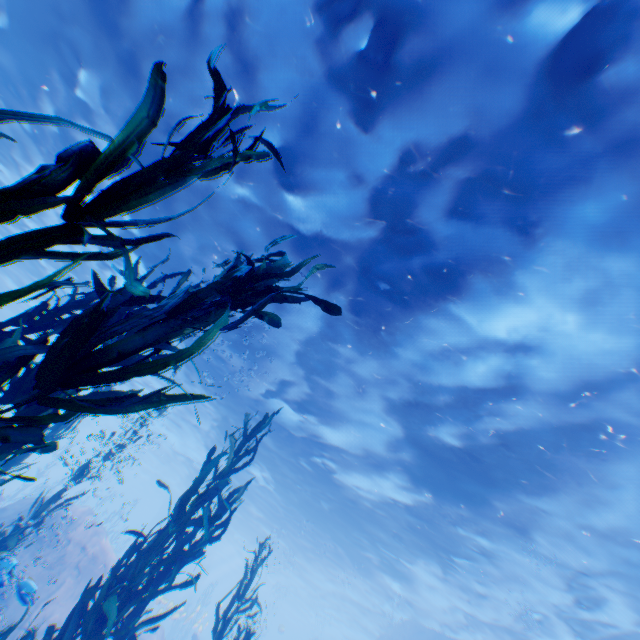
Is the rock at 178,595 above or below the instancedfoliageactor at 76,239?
below

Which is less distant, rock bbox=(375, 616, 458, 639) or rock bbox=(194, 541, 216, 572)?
rock bbox=(375, 616, 458, 639)

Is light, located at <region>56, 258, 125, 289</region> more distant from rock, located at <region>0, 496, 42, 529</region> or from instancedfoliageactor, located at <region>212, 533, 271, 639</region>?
instancedfoliageactor, located at <region>212, 533, 271, 639</region>

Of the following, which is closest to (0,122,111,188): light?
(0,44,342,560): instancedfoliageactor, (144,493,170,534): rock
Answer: (144,493,170,534): rock

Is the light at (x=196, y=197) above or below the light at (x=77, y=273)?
above

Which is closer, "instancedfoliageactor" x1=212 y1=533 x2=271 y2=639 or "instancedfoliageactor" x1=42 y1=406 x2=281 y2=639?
"instancedfoliageactor" x1=42 y1=406 x2=281 y2=639

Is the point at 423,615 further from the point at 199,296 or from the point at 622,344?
the point at 199,296
